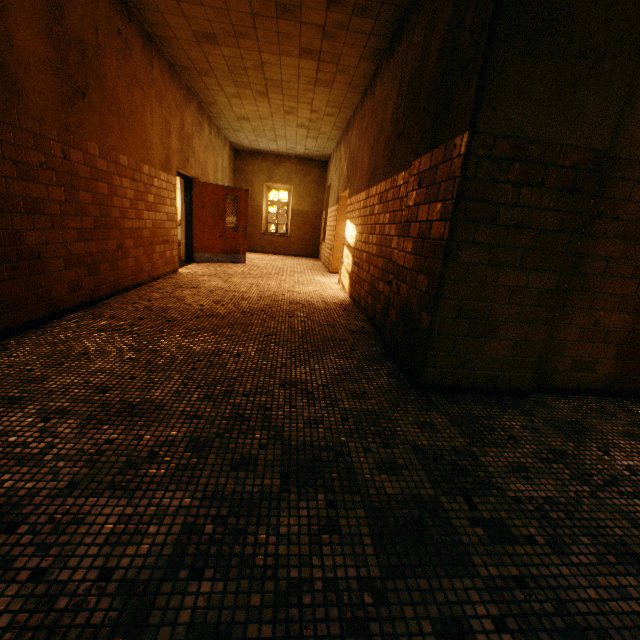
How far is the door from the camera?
8.45m

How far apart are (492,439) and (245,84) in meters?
7.8

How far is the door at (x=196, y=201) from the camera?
8.4m
